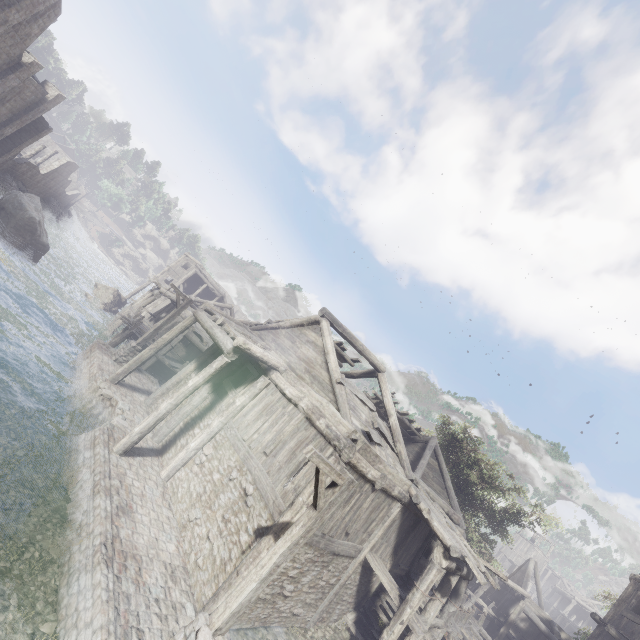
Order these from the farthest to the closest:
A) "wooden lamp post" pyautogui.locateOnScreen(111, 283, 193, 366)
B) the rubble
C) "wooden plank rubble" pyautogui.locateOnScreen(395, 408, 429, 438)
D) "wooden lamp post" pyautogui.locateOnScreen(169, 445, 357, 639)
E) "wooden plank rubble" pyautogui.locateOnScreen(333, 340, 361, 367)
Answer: the rubble < "wooden plank rubble" pyautogui.locateOnScreen(395, 408, 429, 438) < "wooden lamp post" pyautogui.locateOnScreen(111, 283, 193, 366) < "wooden plank rubble" pyautogui.locateOnScreen(333, 340, 361, 367) < "wooden lamp post" pyautogui.locateOnScreen(169, 445, 357, 639)

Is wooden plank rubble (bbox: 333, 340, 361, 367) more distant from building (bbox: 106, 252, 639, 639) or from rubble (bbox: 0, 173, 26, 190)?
rubble (bbox: 0, 173, 26, 190)

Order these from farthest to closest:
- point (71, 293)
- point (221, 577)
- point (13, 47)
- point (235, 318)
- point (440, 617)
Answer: point (71, 293) < point (235, 318) < point (13, 47) < point (440, 617) < point (221, 577)

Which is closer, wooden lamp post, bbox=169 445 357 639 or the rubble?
wooden lamp post, bbox=169 445 357 639

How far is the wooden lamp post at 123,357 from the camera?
16.3m

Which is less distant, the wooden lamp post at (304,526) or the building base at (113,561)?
the wooden lamp post at (304,526)

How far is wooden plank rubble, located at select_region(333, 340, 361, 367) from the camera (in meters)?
15.11

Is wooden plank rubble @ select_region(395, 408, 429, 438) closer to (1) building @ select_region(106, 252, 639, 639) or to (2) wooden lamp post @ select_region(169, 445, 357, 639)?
(1) building @ select_region(106, 252, 639, 639)
